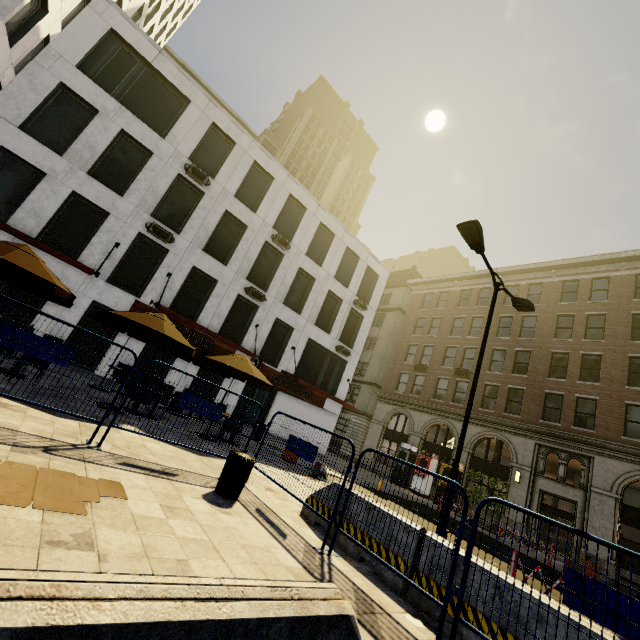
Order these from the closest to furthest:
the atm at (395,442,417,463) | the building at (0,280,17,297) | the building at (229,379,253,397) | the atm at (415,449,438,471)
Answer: the building at (0,280,17,297)
the building at (229,379,253,397)
the atm at (415,449,438,471)
the atm at (395,442,417,463)

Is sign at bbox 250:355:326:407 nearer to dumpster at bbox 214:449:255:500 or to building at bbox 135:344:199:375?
building at bbox 135:344:199:375

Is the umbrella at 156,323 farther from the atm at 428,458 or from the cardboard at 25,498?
the atm at 428,458

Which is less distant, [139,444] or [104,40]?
[139,444]

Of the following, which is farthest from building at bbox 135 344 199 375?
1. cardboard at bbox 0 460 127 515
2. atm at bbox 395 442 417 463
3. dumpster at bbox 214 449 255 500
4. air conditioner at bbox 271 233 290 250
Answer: cardboard at bbox 0 460 127 515

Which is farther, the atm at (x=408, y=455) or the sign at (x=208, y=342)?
the atm at (x=408, y=455)

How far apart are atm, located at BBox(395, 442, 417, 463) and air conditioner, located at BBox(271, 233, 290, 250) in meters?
17.9 m

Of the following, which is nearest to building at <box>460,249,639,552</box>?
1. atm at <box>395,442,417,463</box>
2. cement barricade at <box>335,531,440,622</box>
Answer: atm at <box>395,442,417,463</box>
